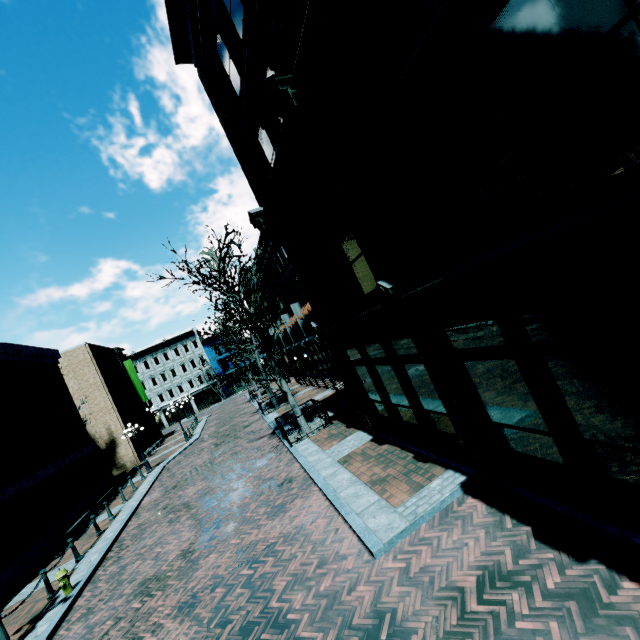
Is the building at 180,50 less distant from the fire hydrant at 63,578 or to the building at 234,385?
the building at 234,385

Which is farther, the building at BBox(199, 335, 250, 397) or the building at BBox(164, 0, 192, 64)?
the building at BBox(199, 335, 250, 397)

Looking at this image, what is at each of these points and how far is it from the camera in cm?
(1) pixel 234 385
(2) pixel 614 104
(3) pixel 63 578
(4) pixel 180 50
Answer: (1) building, 5597
(2) building, 273
(3) fire hydrant, 952
(4) building, 1117

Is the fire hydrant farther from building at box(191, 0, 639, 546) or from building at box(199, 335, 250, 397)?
building at box(199, 335, 250, 397)

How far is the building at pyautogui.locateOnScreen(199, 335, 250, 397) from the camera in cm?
5538

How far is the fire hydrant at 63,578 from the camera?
9.4 meters

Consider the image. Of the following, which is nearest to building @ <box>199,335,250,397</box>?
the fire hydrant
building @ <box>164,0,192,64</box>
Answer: building @ <box>164,0,192,64</box>
